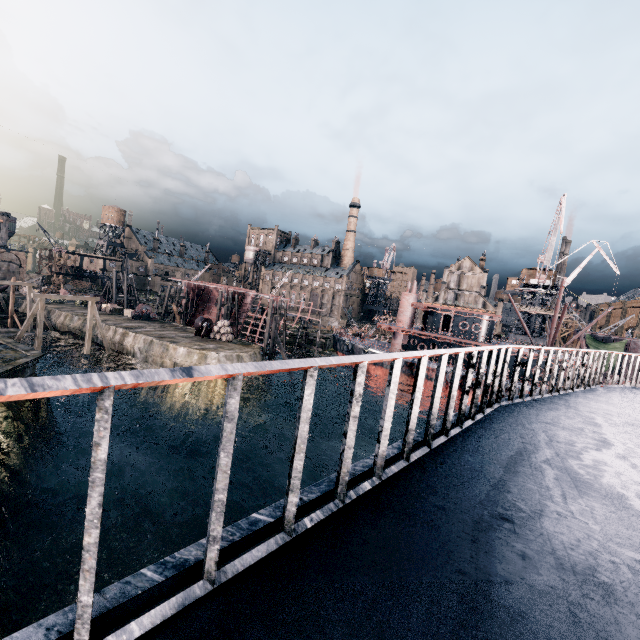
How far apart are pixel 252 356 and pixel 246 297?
21.3m

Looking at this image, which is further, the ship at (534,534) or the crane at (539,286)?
the crane at (539,286)

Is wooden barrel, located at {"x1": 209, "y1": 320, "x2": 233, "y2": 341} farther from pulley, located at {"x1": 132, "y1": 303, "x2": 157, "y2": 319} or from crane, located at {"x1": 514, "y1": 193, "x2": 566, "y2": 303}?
crane, located at {"x1": 514, "y1": 193, "x2": 566, "y2": 303}

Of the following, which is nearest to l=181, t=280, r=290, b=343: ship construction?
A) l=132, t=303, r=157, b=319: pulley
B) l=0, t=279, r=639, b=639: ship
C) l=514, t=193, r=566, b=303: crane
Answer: l=132, t=303, r=157, b=319: pulley

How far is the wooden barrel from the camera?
41.9m

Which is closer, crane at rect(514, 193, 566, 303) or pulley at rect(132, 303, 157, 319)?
crane at rect(514, 193, 566, 303)

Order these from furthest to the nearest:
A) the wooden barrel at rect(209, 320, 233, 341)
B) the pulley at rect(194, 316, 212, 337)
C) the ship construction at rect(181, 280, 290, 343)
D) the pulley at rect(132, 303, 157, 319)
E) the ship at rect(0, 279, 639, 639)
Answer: the ship construction at rect(181, 280, 290, 343)
the pulley at rect(132, 303, 157, 319)
the pulley at rect(194, 316, 212, 337)
the wooden barrel at rect(209, 320, 233, 341)
the ship at rect(0, 279, 639, 639)

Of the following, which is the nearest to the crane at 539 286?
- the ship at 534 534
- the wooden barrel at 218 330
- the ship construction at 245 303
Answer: the ship construction at 245 303
